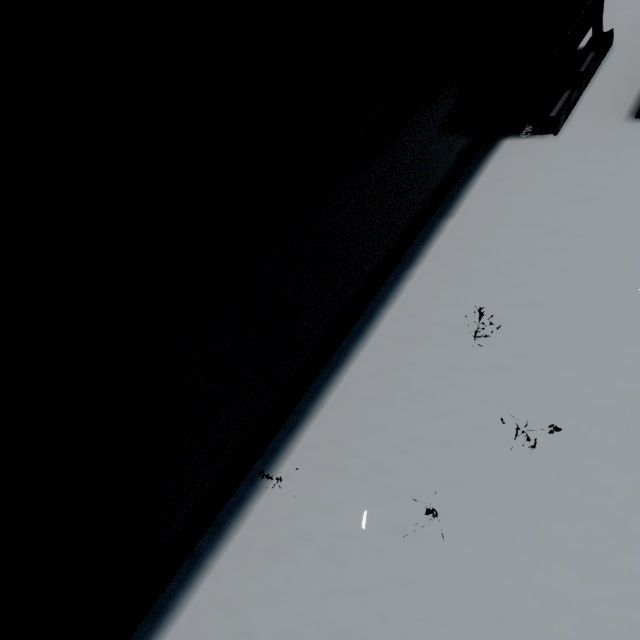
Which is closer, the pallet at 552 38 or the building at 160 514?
the building at 160 514

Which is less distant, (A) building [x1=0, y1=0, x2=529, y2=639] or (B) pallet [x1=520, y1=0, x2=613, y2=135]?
(A) building [x1=0, y1=0, x2=529, y2=639]

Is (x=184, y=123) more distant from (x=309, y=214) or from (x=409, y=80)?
(x=409, y=80)
